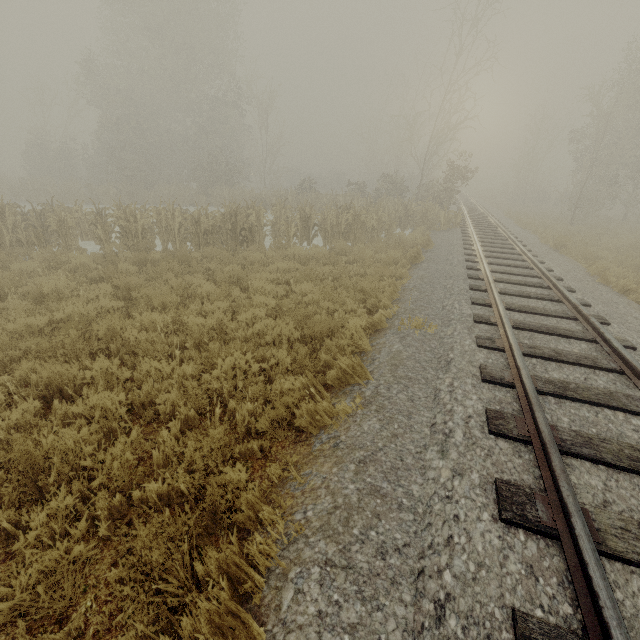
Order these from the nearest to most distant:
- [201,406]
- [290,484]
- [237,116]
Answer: [290,484] < [201,406] < [237,116]
